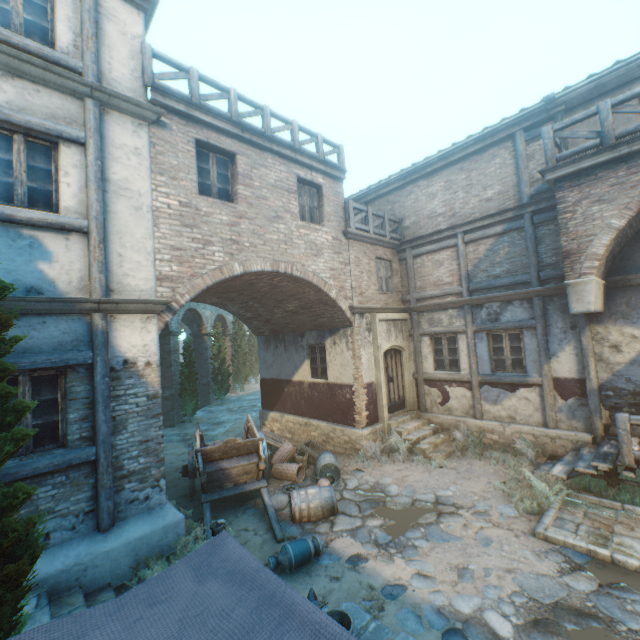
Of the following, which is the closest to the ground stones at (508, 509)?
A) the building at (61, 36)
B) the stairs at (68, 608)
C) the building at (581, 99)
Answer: the building at (61, 36)

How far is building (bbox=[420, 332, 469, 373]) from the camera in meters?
10.9

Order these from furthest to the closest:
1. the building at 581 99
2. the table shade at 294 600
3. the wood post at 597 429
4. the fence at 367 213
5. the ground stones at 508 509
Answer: the fence at 367 213, the wood post at 597 429, the building at 581 99, the ground stones at 508 509, the table shade at 294 600

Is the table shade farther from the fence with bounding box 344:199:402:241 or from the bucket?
the fence with bounding box 344:199:402:241

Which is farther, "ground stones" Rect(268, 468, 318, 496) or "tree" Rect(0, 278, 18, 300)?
"ground stones" Rect(268, 468, 318, 496)

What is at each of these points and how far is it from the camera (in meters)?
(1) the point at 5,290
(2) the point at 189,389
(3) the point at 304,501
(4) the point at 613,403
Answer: (1) tree, 3.20
(2) tree, 17.20
(3) barrel, 6.97
(4) building, 8.18

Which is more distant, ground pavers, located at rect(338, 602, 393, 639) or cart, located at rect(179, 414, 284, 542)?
cart, located at rect(179, 414, 284, 542)

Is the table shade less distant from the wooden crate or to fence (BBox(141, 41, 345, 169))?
the wooden crate
